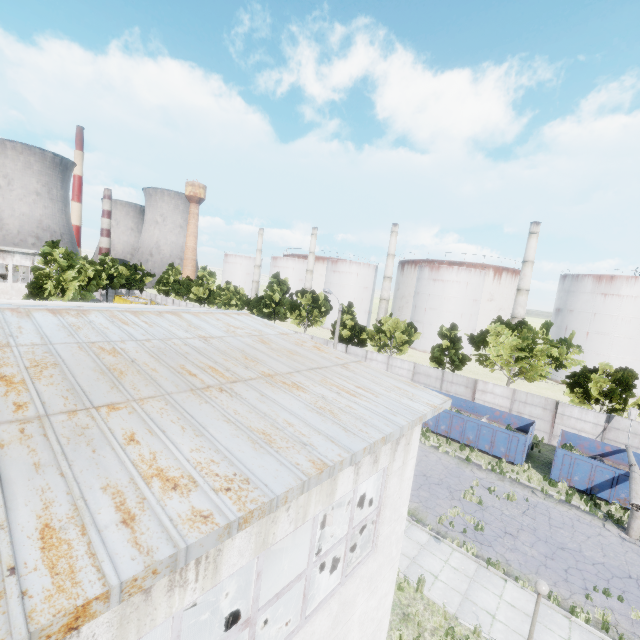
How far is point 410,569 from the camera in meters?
12.5

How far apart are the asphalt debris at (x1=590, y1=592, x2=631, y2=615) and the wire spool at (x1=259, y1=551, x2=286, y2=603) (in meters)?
11.58

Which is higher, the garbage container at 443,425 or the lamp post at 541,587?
the lamp post at 541,587

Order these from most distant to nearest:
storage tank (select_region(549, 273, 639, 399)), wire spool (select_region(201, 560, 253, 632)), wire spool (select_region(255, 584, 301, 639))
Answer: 1. storage tank (select_region(549, 273, 639, 399))
2. wire spool (select_region(201, 560, 253, 632))
3. wire spool (select_region(255, 584, 301, 639))

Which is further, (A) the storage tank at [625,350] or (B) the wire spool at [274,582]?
(A) the storage tank at [625,350]

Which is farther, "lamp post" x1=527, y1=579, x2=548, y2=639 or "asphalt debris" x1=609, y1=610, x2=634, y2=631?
"asphalt debris" x1=609, y1=610, x2=634, y2=631

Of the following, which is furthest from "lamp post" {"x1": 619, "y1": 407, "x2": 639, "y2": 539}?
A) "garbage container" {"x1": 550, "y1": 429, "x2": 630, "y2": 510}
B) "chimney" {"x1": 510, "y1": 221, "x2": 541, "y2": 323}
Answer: "chimney" {"x1": 510, "y1": 221, "x2": 541, "y2": 323}
